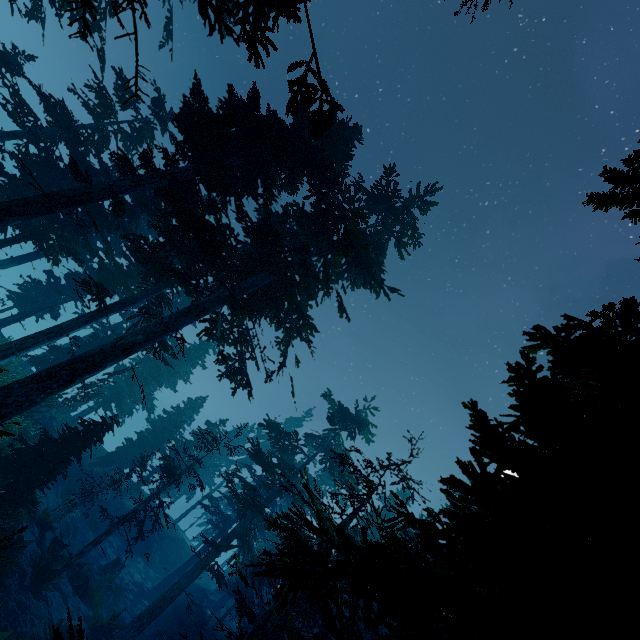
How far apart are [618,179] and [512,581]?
5.15m

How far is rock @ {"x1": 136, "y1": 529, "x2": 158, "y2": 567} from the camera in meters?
31.8

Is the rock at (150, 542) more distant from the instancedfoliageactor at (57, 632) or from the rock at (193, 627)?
the rock at (193, 627)

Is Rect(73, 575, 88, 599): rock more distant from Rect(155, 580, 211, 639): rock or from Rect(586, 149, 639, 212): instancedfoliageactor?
Rect(155, 580, 211, 639): rock

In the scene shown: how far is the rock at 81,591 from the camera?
18.7 meters

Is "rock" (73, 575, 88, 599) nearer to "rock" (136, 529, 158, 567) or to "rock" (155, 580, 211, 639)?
"rock" (155, 580, 211, 639)

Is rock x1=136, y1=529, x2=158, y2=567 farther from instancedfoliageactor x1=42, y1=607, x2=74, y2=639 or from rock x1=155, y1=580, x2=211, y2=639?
rock x1=155, y1=580, x2=211, y2=639
